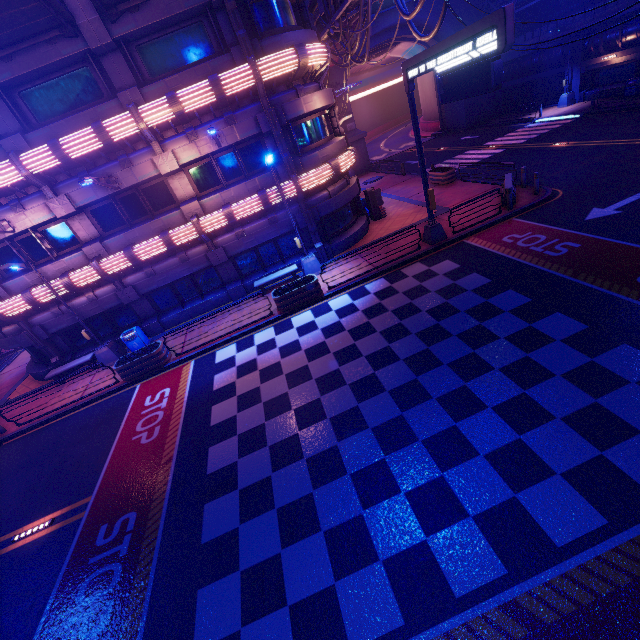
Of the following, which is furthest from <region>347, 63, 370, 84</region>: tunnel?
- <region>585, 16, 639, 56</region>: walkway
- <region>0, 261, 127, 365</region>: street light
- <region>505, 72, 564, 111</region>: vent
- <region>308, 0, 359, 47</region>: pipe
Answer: <region>0, 261, 127, 365</region>: street light

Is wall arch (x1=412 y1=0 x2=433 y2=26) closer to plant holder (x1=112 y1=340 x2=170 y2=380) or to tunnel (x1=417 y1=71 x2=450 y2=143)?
tunnel (x1=417 y1=71 x2=450 y2=143)

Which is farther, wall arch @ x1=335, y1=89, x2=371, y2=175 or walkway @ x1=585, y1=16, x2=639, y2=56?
wall arch @ x1=335, y1=89, x2=371, y2=175

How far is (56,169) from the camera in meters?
13.5

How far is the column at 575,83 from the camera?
27.3 meters

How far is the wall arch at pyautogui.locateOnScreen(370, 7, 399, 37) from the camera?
31.6 meters

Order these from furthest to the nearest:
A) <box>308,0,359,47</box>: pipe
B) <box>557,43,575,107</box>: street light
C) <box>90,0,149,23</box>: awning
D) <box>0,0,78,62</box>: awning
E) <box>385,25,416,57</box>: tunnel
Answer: <box>385,25,416,57</box>: tunnel
<box>557,43,575,107</box>: street light
<box>308,0,359,47</box>: pipe
<box>90,0,149,23</box>: awning
<box>0,0,78,62</box>: awning

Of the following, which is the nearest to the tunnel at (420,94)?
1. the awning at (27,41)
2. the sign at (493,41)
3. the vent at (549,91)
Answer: the vent at (549,91)
